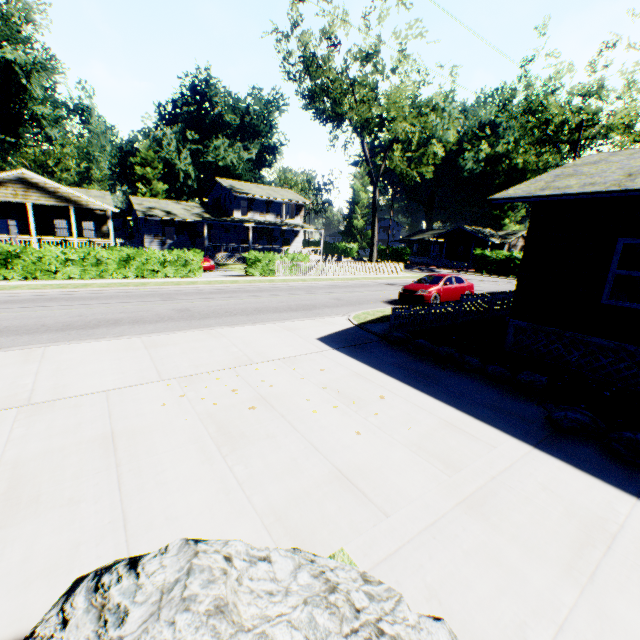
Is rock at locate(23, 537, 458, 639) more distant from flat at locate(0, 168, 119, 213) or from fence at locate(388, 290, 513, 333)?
flat at locate(0, 168, 119, 213)

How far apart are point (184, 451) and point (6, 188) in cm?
2951

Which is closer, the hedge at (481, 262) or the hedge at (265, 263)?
the hedge at (265, 263)

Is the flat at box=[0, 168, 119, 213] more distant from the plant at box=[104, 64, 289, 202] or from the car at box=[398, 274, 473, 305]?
the car at box=[398, 274, 473, 305]

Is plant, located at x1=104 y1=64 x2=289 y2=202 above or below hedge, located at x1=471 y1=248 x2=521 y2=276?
above

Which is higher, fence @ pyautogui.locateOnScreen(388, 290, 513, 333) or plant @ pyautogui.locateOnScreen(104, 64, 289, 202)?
plant @ pyautogui.locateOnScreen(104, 64, 289, 202)

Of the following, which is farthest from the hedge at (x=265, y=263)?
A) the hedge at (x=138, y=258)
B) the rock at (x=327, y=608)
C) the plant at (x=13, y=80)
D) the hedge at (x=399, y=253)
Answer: the hedge at (x=399, y=253)

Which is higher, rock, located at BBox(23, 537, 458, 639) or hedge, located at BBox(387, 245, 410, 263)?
hedge, located at BBox(387, 245, 410, 263)
